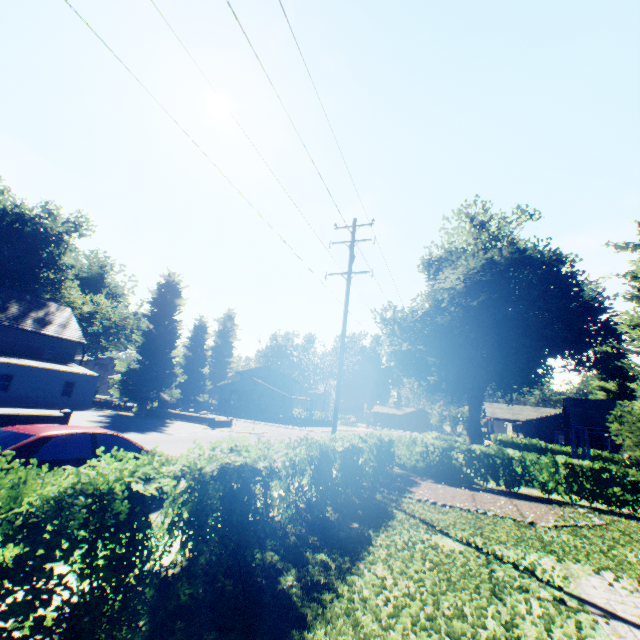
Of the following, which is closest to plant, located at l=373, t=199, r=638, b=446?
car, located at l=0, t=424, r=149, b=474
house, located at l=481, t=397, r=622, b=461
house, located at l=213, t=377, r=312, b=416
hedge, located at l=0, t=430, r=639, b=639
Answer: house, located at l=213, t=377, r=312, b=416

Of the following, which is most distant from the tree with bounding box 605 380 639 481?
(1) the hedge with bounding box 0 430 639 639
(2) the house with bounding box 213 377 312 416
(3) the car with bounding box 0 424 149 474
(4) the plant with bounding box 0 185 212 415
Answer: (2) the house with bounding box 213 377 312 416

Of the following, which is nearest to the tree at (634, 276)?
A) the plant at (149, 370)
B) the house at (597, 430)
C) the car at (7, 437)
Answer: the plant at (149, 370)

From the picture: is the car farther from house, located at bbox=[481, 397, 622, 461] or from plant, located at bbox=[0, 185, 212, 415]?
house, located at bbox=[481, 397, 622, 461]

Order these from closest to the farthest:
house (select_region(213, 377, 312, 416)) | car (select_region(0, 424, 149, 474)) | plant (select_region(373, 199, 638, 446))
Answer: car (select_region(0, 424, 149, 474)) < plant (select_region(373, 199, 638, 446)) < house (select_region(213, 377, 312, 416))

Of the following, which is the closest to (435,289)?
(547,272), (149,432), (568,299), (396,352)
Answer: (396,352)

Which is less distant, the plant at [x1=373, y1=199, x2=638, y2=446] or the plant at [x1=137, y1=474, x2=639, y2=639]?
the plant at [x1=137, y1=474, x2=639, y2=639]

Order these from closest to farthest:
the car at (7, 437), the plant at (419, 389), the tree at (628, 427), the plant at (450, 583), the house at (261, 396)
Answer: the plant at (450, 583), the car at (7, 437), the tree at (628, 427), the plant at (419, 389), the house at (261, 396)
